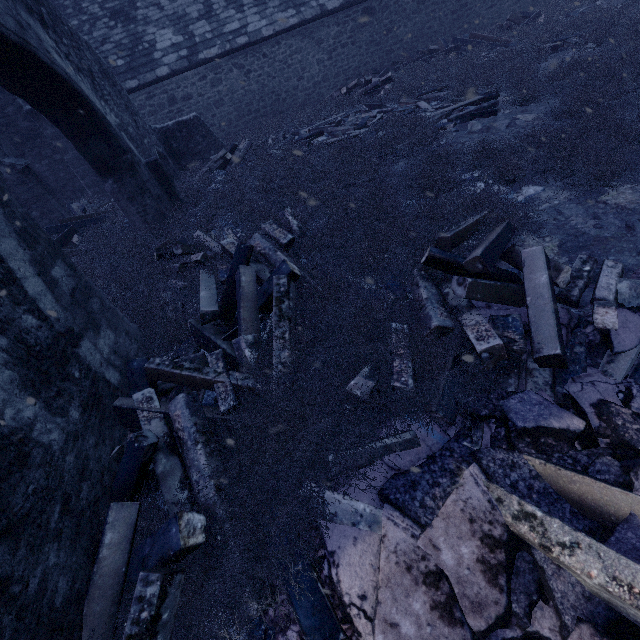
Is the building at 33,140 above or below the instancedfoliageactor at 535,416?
above

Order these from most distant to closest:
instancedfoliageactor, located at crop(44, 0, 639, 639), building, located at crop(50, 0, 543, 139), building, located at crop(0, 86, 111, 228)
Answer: building, located at crop(50, 0, 543, 139)
building, located at crop(0, 86, 111, 228)
instancedfoliageactor, located at crop(44, 0, 639, 639)

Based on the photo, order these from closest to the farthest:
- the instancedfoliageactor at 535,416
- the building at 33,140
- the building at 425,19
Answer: the instancedfoliageactor at 535,416 < the building at 33,140 < the building at 425,19

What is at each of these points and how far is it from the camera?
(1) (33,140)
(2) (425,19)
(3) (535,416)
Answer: (1) building, 11.29m
(2) building, 13.34m
(3) instancedfoliageactor, 2.26m

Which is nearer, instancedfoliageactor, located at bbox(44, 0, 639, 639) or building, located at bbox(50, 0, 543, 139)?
instancedfoliageactor, located at bbox(44, 0, 639, 639)

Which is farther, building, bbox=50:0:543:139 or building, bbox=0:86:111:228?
building, bbox=50:0:543:139

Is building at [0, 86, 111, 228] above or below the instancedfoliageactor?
above
